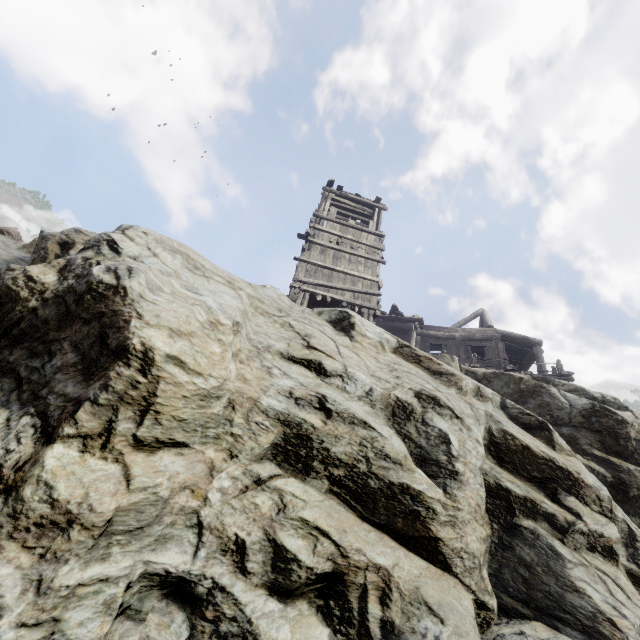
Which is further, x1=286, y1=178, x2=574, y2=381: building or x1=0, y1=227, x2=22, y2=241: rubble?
x1=286, y1=178, x2=574, y2=381: building

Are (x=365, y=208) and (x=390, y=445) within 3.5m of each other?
no

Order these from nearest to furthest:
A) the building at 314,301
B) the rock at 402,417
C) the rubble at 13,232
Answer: the rock at 402,417
the rubble at 13,232
the building at 314,301

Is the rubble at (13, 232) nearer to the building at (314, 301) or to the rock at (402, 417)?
the rock at (402, 417)

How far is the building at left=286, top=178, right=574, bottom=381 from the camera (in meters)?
13.33

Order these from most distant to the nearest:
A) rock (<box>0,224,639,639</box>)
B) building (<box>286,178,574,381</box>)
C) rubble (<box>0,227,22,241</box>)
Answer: building (<box>286,178,574,381</box>) → rubble (<box>0,227,22,241</box>) → rock (<box>0,224,639,639</box>)

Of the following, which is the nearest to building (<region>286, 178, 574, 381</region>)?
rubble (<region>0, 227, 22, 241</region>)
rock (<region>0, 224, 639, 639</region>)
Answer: rock (<region>0, 224, 639, 639</region>)
